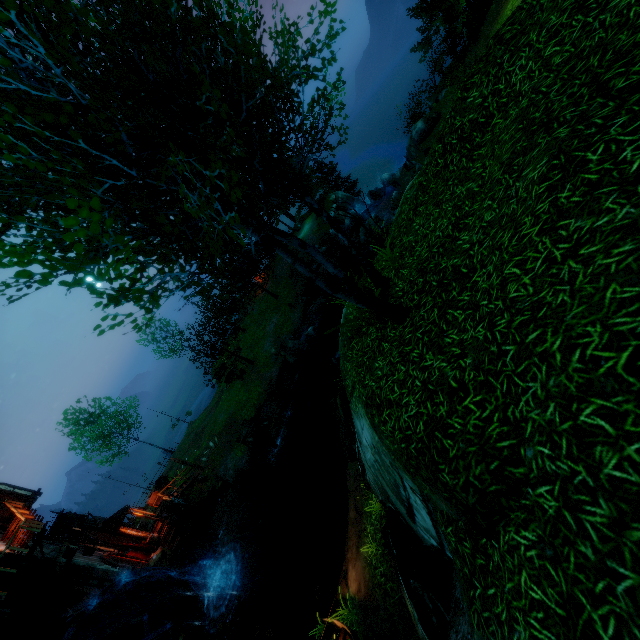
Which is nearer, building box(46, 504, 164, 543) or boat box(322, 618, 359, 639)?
boat box(322, 618, 359, 639)

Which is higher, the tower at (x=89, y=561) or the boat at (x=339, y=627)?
the tower at (x=89, y=561)

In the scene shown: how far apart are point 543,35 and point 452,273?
4.39m

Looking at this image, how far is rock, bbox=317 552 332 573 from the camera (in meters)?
13.02

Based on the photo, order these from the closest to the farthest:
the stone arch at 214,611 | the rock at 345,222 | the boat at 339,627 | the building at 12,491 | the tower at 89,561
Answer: the boat at 339,627 → the tower at 89,561 → the stone arch at 214,611 → the building at 12,491 → the rock at 345,222

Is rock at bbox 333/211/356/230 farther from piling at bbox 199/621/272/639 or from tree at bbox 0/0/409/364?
piling at bbox 199/621/272/639

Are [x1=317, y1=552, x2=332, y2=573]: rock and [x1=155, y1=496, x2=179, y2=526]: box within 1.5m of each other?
no

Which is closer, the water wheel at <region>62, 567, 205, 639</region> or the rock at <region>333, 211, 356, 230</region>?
the water wheel at <region>62, 567, 205, 639</region>
